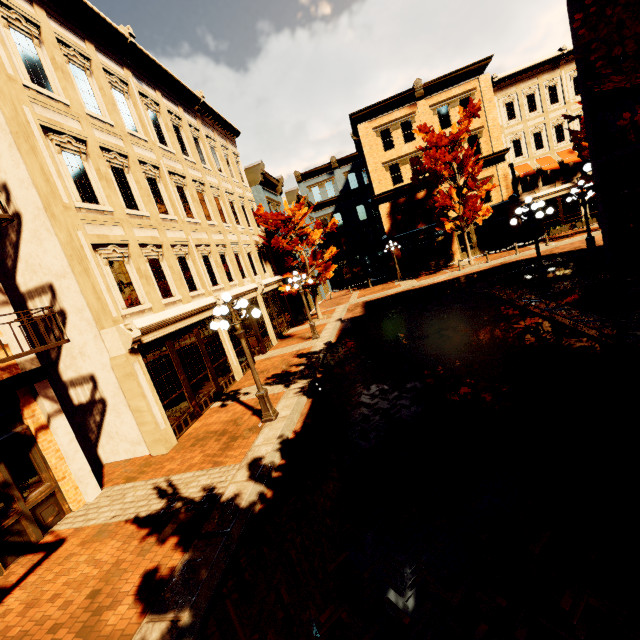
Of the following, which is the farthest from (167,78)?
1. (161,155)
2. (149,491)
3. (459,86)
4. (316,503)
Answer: (459,86)

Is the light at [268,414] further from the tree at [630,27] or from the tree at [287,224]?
the tree at [287,224]

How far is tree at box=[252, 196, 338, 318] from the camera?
19.44m

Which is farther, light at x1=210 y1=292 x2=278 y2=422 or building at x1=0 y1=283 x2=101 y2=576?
light at x1=210 y1=292 x2=278 y2=422

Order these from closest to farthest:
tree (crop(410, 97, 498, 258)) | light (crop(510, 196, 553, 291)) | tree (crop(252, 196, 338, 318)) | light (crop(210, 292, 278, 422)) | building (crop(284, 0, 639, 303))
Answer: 1. light (crop(210, 292, 278, 422))
2. building (crop(284, 0, 639, 303))
3. light (crop(510, 196, 553, 291))
4. tree (crop(252, 196, 338, 318))
5. tree (crop(410, 97, 498, 258))

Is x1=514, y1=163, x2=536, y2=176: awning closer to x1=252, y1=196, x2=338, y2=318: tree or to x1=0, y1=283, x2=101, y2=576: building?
x1=252, y1=196, x2=338, y2=318: tree

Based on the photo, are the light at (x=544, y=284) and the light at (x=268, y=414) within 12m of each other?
yes

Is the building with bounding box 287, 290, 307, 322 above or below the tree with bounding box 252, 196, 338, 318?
below
